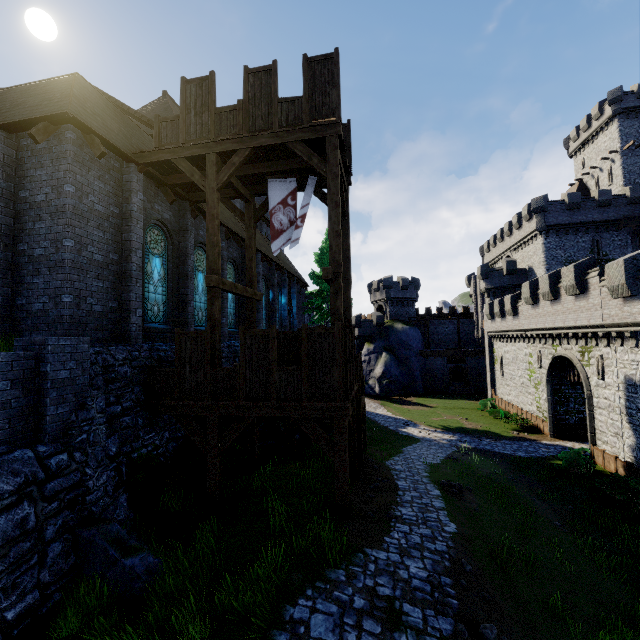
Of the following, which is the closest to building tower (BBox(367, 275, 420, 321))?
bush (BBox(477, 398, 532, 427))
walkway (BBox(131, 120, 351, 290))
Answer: bush (BBox(477, 398, 532, 427))

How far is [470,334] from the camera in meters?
51.8

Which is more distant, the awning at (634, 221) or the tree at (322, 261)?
the awning at (634, 221)

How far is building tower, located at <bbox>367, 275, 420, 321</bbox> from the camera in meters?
50.6 m

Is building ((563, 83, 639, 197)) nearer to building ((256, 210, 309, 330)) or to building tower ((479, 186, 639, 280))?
building tower ((479, 186, 639, 280))

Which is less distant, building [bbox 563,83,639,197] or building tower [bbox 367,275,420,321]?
building [bbox 563,83,639,197]

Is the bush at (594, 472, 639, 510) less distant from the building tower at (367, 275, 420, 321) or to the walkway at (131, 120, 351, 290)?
the walkway at (131, 120, 351, 290)

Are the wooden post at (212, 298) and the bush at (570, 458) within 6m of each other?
no
